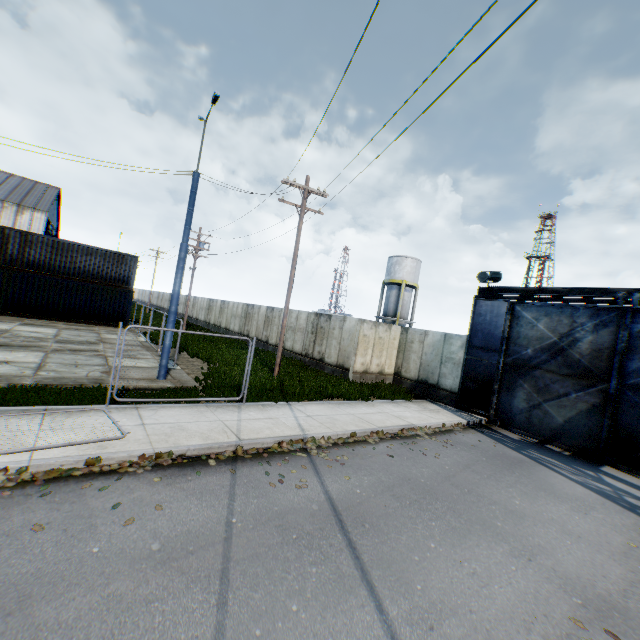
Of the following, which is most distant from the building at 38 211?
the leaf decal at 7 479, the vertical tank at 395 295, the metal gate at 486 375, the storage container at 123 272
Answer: the metal gate at 486 375

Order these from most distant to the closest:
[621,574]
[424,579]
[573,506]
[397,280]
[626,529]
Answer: [397,280] < [573,506] < [626,529] < [621,574] < [424,579]

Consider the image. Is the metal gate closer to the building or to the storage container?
the storage container

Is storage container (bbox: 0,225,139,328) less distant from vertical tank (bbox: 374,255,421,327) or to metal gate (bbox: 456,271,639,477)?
metal gate (bbox: 456,271,639,477)

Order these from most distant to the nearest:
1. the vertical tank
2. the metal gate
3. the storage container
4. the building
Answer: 1. the building
2. the vertical tank
3. the storage container
4. the metal gate

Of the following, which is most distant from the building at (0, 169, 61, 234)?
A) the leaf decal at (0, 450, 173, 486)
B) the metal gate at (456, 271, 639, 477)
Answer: the metal gate at (456, 271, 639, 477)

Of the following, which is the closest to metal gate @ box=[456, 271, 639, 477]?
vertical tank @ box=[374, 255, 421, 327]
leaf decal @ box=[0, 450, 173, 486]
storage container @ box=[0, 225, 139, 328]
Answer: leaf decal @ box=[0, 450, 173, 486]
